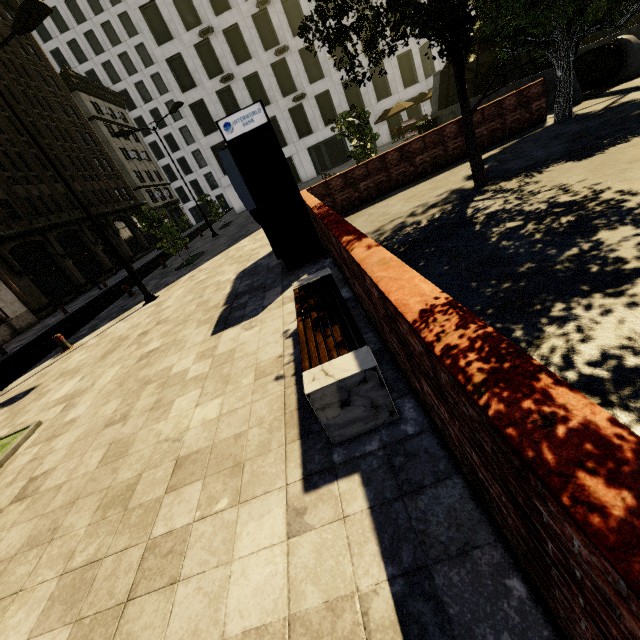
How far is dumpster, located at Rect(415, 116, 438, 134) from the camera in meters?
18.6

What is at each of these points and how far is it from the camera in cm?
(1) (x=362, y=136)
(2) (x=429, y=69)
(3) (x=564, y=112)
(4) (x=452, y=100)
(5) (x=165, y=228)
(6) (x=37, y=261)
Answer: (1) tree, 1474
(2) building, 3516
(3) tree, 956
(4) underground building, 1908
(5) tree, 1548
(6) building, 2472

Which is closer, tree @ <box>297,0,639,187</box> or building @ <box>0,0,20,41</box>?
tree @ <box>297,0,639,187</box>

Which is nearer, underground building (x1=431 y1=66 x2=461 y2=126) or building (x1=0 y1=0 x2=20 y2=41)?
underground building (x1=431 y1=66 x2=461 y2=126)

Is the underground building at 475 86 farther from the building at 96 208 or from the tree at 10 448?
the building at 96 208

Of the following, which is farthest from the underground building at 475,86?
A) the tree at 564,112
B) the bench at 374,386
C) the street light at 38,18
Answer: the street light at 38,18

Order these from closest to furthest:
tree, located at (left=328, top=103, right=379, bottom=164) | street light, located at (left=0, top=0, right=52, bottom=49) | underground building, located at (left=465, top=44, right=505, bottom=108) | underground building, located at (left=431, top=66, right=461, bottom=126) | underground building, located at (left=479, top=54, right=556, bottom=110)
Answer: street light, located at (left=0, top=0, right=52, bottom=49) < underground building, located at (left=479, top=54, right=556, bottom=110) < tree, located at (left=328, top=103, right=379, bottom=164) < underground building, located at (left=465, top=44, right=505, bottom=108) < underground building, located at (left=431, top=66, right=461, bottom=126)

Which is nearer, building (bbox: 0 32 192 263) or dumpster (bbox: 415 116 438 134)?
dumpster (bbox: 415 116 438 134)
